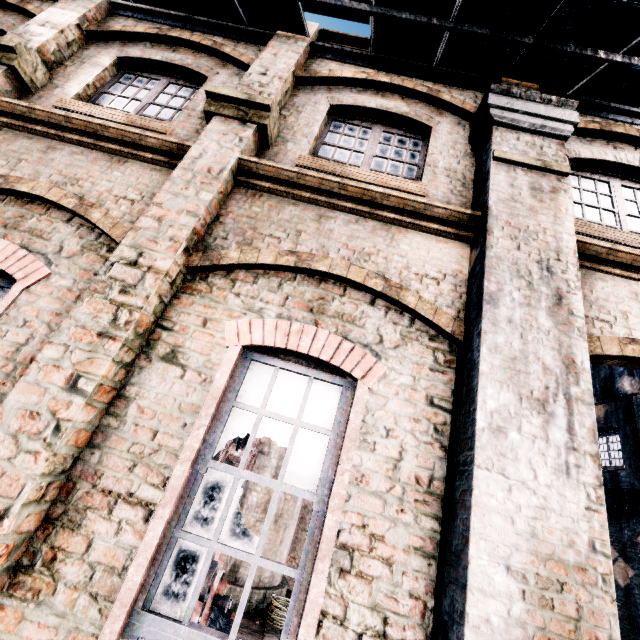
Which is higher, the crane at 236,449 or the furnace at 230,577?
the crane at 236,449

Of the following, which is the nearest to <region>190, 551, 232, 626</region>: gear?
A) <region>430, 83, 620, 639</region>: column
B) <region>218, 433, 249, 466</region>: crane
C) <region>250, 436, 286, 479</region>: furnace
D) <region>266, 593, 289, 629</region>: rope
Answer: <region>218, 433, 249, 466</region>: crane

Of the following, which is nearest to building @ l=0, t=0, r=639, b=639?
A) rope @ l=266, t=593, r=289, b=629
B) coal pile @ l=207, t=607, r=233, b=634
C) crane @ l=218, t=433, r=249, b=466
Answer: rope @ l=266, t=593, r=289, b=629

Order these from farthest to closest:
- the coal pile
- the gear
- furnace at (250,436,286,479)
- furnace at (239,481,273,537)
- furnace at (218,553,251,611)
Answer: furnace at (250,436,286,479) < furnace at (239,481,273,537) < furnace at (218,553,251,611) < the coal pile < the gear

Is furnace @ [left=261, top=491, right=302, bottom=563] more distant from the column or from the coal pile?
the column

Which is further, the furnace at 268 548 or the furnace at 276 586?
the furnace at 268 548

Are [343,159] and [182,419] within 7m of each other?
yes

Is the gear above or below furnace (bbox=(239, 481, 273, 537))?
below
